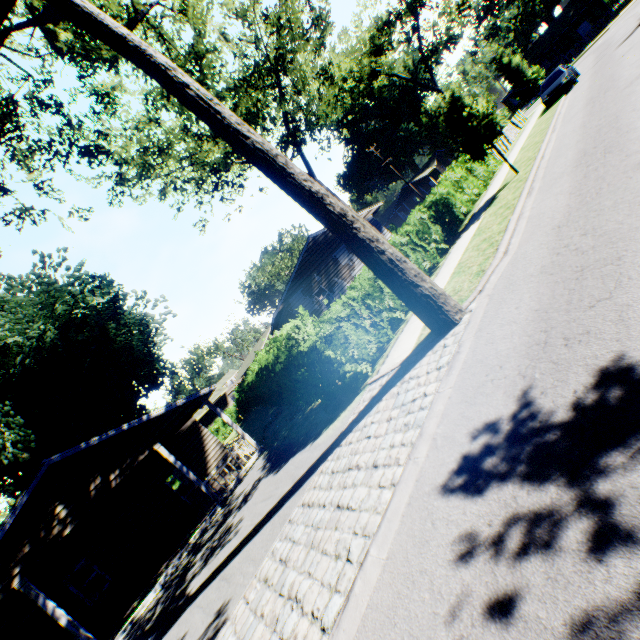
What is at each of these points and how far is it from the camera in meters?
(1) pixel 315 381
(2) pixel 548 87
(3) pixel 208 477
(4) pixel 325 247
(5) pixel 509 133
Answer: (1) hedge, 9.8
(2) car, 22.3
(3) house, 13.1
(4) house, 24.8
(5) fence, 25.9

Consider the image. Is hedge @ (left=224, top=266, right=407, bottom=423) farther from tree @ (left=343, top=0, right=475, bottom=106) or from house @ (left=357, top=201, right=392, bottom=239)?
tree @ (left=343, top=0, right=475, bottom=106)

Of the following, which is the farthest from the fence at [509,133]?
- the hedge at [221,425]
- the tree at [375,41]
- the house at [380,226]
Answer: the hedge at [221,425]

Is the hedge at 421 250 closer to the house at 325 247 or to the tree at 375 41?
the house at 325 247

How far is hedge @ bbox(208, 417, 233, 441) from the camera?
37.5 meters

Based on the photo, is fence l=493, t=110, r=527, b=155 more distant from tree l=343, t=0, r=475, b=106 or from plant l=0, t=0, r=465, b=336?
plant l=0, t=0, r=465, b=336

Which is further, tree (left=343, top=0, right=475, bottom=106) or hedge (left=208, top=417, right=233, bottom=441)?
hedge (left=208, top=417, right=233, bottom=441)

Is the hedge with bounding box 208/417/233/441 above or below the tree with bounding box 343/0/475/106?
below
